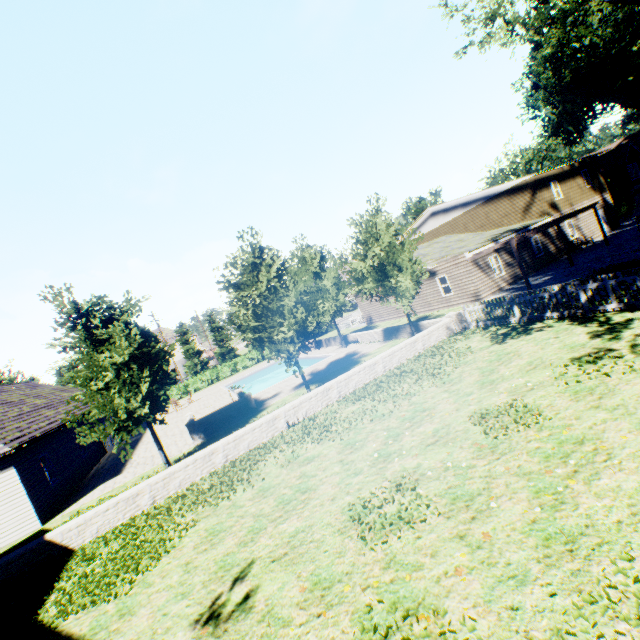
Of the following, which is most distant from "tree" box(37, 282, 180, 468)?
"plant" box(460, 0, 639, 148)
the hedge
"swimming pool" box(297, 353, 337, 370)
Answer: the hedge

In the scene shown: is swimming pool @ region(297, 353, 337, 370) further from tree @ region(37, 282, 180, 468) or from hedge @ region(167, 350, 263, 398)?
hedge @ region(167, 350, 263, 398)

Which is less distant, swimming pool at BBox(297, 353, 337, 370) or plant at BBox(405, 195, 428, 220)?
swimming pool at BBox(297, 353, 337, 370)

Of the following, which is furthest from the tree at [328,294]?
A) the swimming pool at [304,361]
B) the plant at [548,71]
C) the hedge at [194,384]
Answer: the hedge at [194,384]

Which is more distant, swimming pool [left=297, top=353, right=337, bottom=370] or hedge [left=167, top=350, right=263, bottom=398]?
hedge [left=167, top=350, right=263, bottom=398]

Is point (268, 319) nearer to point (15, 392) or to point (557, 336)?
point (557, 336)

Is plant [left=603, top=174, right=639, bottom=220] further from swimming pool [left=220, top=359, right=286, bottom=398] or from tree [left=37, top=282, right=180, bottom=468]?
swimming pool [left=220, top=359, right=286, bottom=398]

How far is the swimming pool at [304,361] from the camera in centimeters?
2476cm
